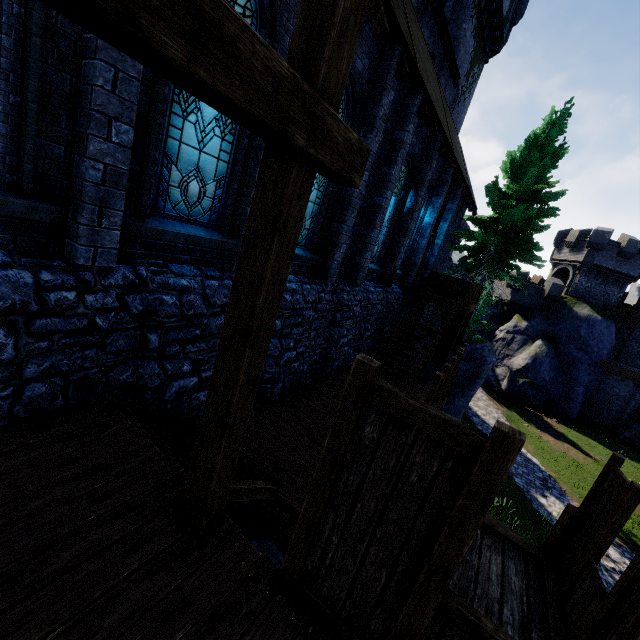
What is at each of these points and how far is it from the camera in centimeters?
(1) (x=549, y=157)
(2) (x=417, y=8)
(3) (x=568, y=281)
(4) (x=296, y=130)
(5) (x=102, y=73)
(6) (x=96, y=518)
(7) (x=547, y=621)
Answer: (1) tree, 1648cm
(2) building, 1345cm
(3) building tower, 3359cm
(4) wooden beam, 194cm
(5) building, 335cm
(6) walkway, 291cm
(7) walkway, 454cm

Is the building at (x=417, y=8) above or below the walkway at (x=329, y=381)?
above

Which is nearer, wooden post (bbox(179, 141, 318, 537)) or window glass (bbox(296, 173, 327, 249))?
wooden post (bbox(179, 141, 318, 537))

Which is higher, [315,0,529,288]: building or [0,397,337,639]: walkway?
[315,0,529,288]: building

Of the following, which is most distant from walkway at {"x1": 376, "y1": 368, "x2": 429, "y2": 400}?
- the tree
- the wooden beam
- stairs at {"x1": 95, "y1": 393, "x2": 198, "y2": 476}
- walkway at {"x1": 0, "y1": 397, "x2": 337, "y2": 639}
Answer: the tree

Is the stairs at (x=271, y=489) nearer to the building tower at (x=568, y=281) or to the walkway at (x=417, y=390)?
the walkway at (x=417, y=390)

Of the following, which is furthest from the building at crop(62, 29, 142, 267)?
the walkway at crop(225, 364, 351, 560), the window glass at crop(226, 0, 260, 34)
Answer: the walkway at crop(225, 364, 351, 560)

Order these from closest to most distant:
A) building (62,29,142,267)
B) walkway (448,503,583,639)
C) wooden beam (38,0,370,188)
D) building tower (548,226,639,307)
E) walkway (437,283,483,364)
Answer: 1. wooden beam (38,0,370,188)
2. building (62,29,142,267)
3. walkway (448,503,583,639)
4. walkway (437,283,483,364)
5. building tower (548,226,639,307)
